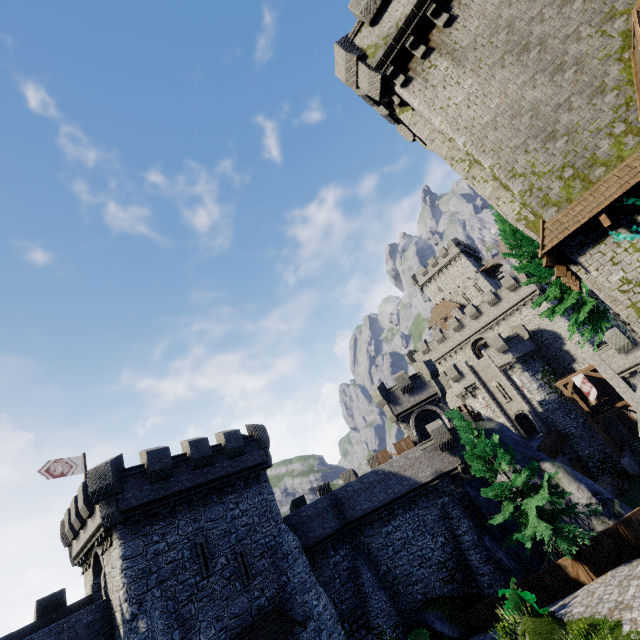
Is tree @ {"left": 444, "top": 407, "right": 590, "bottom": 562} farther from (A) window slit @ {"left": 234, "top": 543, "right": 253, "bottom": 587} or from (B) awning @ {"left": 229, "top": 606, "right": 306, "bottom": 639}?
(A) window slit @ {"left": 234, "top": 543, "right": 253, "bottom": 587}

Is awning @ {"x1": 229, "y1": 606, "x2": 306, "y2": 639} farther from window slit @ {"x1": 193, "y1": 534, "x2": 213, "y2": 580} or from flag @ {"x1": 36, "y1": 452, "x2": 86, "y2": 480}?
flag @ {"x1": 36, "y1": 452, "x2": 86, "y2": 480}

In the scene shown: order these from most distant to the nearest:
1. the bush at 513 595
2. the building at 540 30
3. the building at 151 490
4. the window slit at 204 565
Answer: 1. the window slit at 204 565
2. the building at 151 490
3. the bush at 513 595
4. the building at 540 30

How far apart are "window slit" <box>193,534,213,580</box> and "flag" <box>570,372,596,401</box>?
36.5 meters

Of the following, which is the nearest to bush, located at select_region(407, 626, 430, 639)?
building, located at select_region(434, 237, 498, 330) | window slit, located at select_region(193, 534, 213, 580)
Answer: window slit, located at select_region(193, 534, 213, 580)

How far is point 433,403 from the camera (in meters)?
31.23

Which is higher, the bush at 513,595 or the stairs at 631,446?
the bush at 513,595

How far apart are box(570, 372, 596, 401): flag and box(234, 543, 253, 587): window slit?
34.65m
